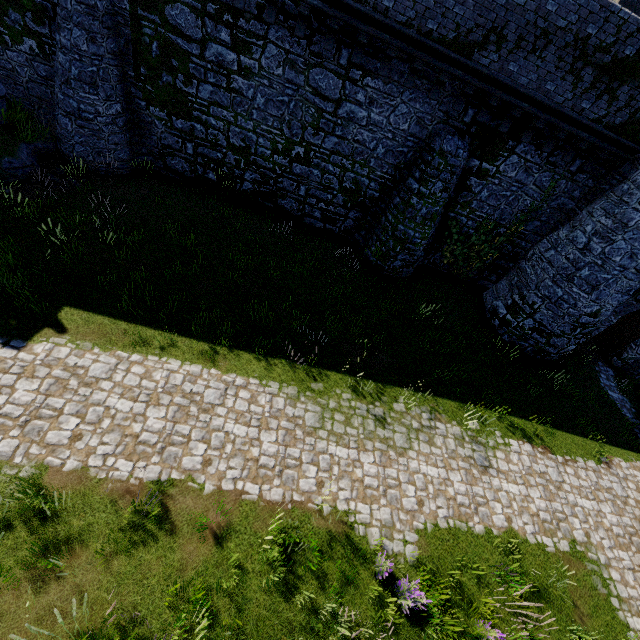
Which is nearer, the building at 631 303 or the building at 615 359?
the building at 631 303

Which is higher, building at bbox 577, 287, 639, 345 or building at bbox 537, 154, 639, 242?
building at bbox 537, 154, 639, 242

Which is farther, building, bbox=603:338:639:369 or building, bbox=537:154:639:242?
building, bbox=603:338:639:369

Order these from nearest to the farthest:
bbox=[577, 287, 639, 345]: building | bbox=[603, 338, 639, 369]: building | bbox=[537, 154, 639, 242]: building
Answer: bbox=[537, 154, 639, 242]: building
bbox=[577, 287, 639, 345]: building
bbox=[603, 338, 639, 369]: building

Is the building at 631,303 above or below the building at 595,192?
below

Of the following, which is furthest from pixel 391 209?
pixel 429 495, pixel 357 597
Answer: pixel 357 597
